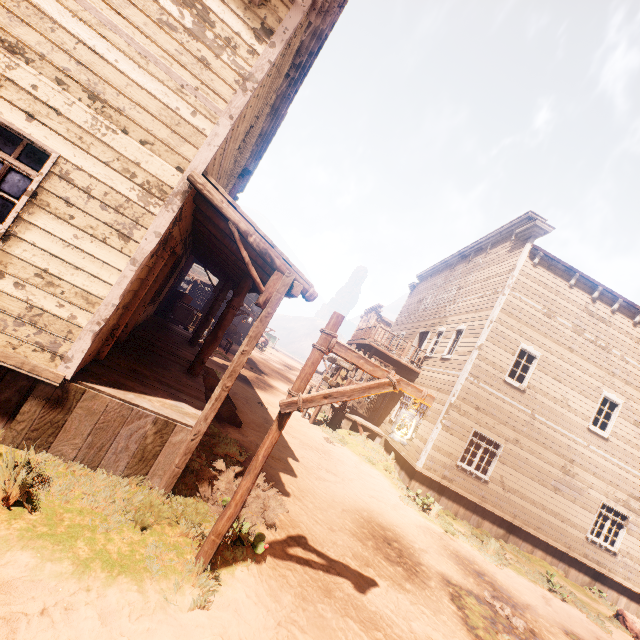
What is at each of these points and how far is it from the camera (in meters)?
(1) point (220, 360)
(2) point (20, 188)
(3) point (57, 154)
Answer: (1) z, 17.70
(2) curtain, 3.83
(3) building, 3.78

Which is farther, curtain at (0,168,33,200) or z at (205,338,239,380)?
z at (205,338,239,380)

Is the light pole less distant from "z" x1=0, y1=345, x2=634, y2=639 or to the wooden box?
"z" x1=0, y1=345, x2=634, y2=639

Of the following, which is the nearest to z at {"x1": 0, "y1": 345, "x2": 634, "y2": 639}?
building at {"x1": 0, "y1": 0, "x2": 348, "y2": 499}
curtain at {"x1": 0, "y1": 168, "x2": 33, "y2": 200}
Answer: building at {"x1": 0, "y1": 0, "x2": 348, "y2": 499}

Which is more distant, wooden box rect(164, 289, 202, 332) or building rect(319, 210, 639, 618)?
wooden box rect(164, 289, 202, 332)

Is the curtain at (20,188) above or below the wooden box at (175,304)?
above

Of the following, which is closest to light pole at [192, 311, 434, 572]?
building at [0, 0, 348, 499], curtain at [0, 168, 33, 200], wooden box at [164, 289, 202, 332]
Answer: building at [0, 0, 348, 499]

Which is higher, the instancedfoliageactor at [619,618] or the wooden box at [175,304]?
the wooden box at [175,304]
